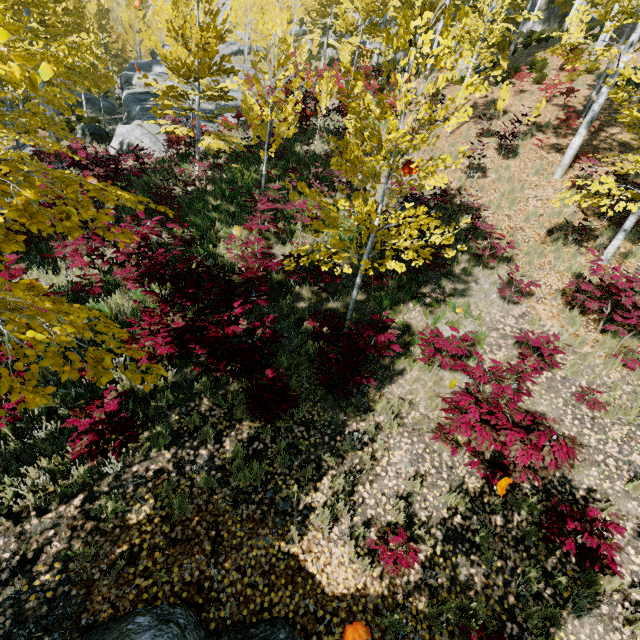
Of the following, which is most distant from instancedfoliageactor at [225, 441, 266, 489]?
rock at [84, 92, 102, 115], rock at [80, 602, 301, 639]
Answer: rock at [80, 602, 301, 639]

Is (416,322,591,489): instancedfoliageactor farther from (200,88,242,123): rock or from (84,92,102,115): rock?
(84,92,102,115): rock

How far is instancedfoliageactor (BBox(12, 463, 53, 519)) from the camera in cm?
395

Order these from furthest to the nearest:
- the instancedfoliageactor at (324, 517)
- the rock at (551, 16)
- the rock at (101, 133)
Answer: the rock at (551, 16), the rock at (101, 133), the instancedfoliageactor at (324, 517)

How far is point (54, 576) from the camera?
3.69m

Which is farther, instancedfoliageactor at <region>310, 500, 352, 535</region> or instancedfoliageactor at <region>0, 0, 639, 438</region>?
instancedfoliageactor at <region>310, 500, 352, 535</region>

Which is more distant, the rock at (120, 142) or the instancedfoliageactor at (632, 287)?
the rock at (120, 142)

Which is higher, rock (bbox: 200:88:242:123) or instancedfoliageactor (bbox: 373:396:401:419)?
rock (bbox: 200:88:242:123)
